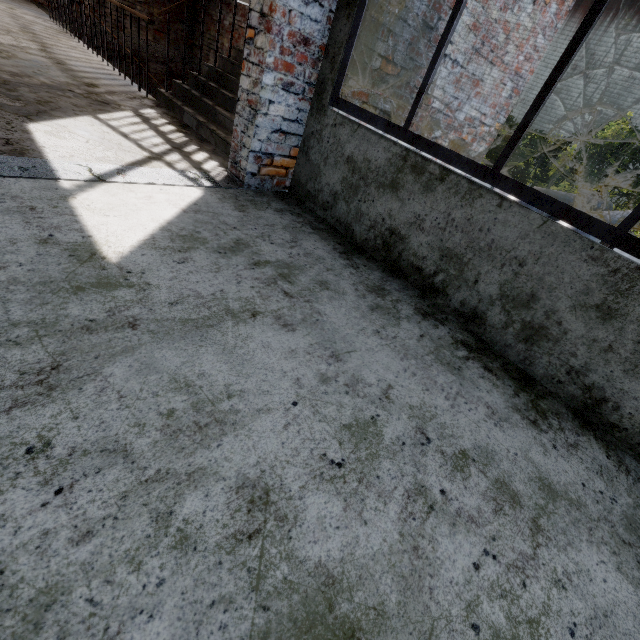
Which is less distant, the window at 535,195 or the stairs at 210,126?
the window at 535,195

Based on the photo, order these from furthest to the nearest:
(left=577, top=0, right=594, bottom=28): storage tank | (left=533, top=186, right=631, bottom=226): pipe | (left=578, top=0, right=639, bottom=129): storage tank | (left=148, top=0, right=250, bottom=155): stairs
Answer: (left=577, top=0, right=594, bottom=28): storage tank → (left=578, top=0, right=639, bottom=129): storage tank → (left=533, top=186, right=631, bottom=226): pipe → (left=148, top=0, right=250, bottom=155): stairs

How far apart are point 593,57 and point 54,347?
90.1m

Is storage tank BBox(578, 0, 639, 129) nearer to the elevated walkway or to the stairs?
the stairs

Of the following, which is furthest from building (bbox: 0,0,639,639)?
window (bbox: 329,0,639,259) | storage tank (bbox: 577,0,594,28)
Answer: storage tank (bbox: 577,0,594,28)

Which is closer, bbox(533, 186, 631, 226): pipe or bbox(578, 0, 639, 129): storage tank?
bbox(533, 186, 631, 226): pipe

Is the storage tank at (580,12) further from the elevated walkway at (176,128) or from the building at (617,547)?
the building at (617,547)

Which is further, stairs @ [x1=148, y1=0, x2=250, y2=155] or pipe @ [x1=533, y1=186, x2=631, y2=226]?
pipe @ [x1=533, y1=186, x2=631, y2=226]
